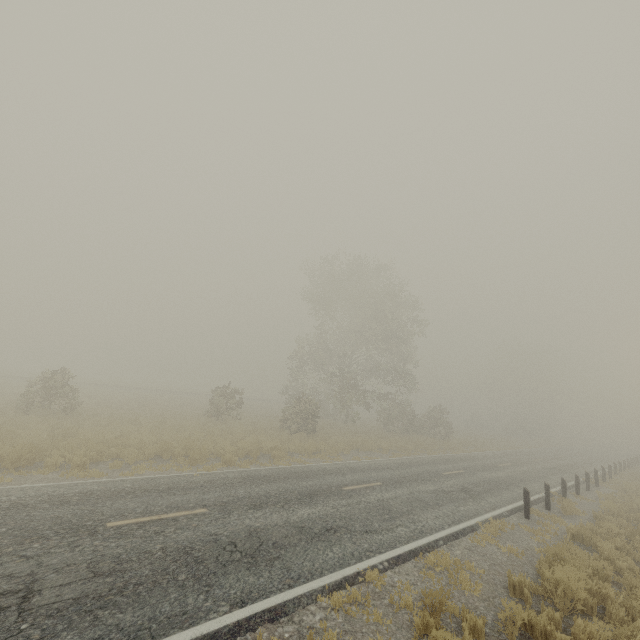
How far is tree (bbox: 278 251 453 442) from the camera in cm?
2948

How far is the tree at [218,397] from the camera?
24.9 meters

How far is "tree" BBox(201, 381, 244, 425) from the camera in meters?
24.9

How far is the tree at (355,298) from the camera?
29.5 meters

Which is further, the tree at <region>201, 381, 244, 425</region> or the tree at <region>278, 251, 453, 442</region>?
the tree at <region>278, 251, 453, 442</region>

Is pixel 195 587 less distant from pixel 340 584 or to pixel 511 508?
pixel 340 584
